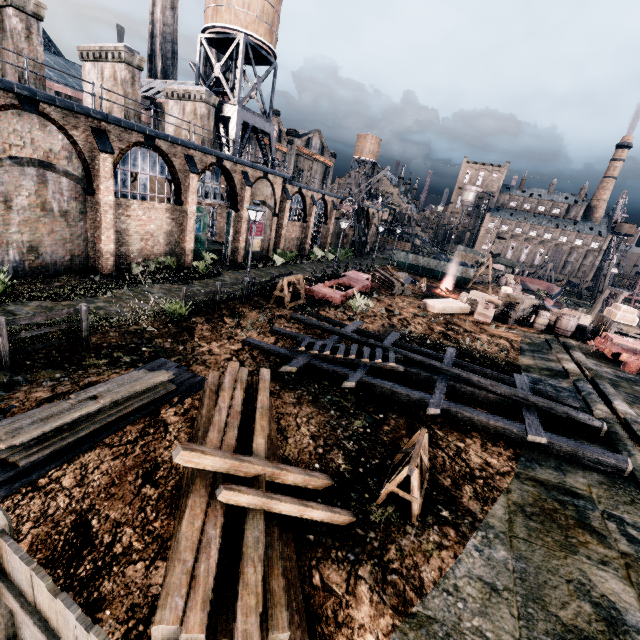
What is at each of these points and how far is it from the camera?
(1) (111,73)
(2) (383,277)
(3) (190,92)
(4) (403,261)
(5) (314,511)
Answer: (1) chimney, 20.7 meters
(2) wood pile, 31.9 meters
(3) chimney, 25.9 meters
(4) rail car container, 45.1 meters
(5) wooden beam, 5.8 meters

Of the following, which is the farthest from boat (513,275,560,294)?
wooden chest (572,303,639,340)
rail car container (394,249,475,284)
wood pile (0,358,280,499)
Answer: wood pile (0,358,280,499)

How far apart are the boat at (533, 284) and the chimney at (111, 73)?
56.2m

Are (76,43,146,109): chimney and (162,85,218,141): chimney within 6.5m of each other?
yes

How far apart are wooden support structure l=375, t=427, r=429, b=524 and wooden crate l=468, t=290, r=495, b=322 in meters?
17.8

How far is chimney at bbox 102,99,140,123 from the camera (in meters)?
21.00

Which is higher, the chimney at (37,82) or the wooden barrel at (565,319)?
the chimney at (37,82)

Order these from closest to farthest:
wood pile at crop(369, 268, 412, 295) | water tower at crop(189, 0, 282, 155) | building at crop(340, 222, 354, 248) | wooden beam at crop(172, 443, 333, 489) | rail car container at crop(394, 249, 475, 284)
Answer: wooden beam at crop(172, 443, 333, 489) < water tower at crop(189, 0, 282, 155) < wood pile at crop(369, 268, 412, 295) < rail car container at crop(394, 249, 475, 284) < building at crop(340, 222, 354, 248)
